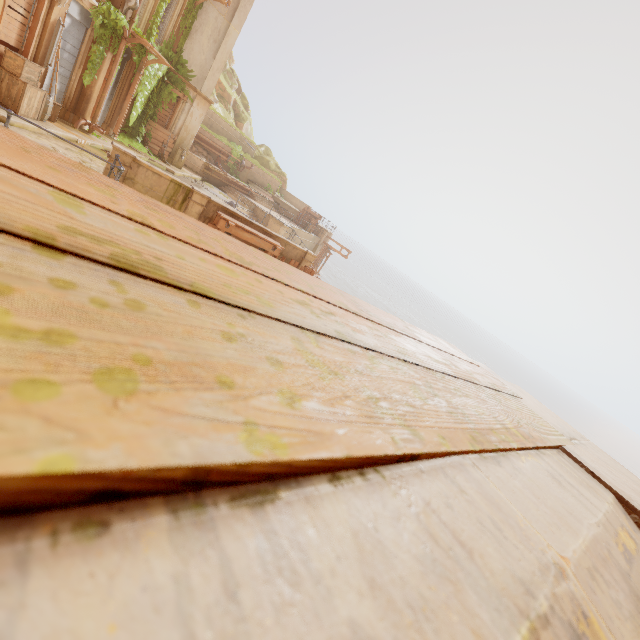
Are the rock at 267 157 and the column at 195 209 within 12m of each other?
no

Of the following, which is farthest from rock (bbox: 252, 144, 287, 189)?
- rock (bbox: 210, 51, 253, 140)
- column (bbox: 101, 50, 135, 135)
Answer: column (bbox: 101, 50, 135, 135)

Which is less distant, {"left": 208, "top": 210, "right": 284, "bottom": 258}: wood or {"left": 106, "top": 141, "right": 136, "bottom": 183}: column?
{"left": 106, "top": 141, "right": 136, "bottom": 183}: column

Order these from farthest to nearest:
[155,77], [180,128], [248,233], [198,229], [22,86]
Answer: [180,128] → [155,77] → [248,233] → [22,86] → [198,229]

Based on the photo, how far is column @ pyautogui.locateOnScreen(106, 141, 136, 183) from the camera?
9.09m

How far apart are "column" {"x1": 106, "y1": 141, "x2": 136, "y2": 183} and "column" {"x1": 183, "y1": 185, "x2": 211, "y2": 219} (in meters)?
1.70

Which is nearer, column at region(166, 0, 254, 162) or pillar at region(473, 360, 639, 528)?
pillar at region(473, 360, 639, 528)

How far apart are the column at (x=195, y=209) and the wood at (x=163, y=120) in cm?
1121
